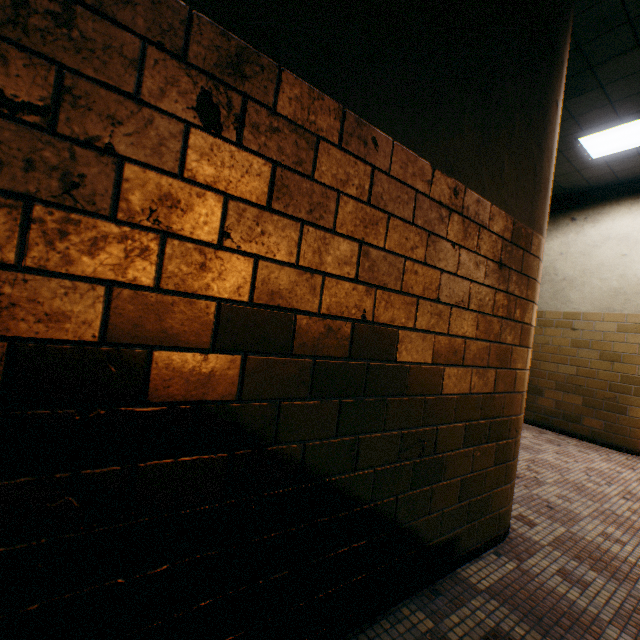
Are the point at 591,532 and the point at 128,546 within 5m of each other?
yes
